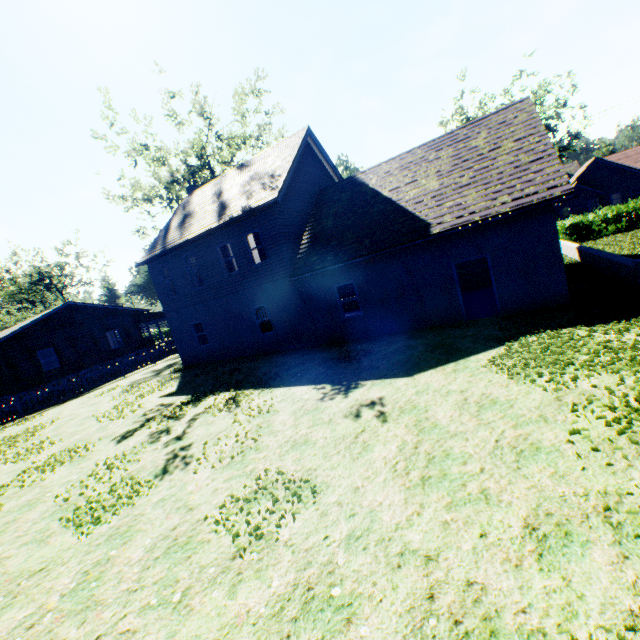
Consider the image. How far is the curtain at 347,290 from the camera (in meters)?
24.52

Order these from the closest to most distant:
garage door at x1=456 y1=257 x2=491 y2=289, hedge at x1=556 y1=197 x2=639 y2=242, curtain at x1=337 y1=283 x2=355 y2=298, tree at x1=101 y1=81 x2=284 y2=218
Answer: garage door at x1=456 y1=257 x2=491 y2=289
hedge at x1=556 y1=197 x2=639 y2=242
curtain at x1=337 y1=283 x2=355 y2=298
tree at x1=101 y1=81 x2=284 y2=218

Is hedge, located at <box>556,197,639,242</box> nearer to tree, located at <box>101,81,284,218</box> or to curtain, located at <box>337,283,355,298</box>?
curtain, located at <box>337,283,355,298</box>

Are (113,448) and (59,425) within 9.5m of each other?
yes

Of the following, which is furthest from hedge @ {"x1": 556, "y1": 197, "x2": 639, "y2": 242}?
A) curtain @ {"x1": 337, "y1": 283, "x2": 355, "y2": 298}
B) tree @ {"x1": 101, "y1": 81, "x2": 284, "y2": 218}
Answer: tree @ {"x1": 101, "y1": 81, "x2": 284, "y2": 218}

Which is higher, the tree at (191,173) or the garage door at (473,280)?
Result: the tree at (191,173)

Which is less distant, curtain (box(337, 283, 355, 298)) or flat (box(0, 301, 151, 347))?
flat (box(0, 301, 151, 347))

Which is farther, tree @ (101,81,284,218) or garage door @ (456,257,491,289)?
tree @ (101,81,284,218)
